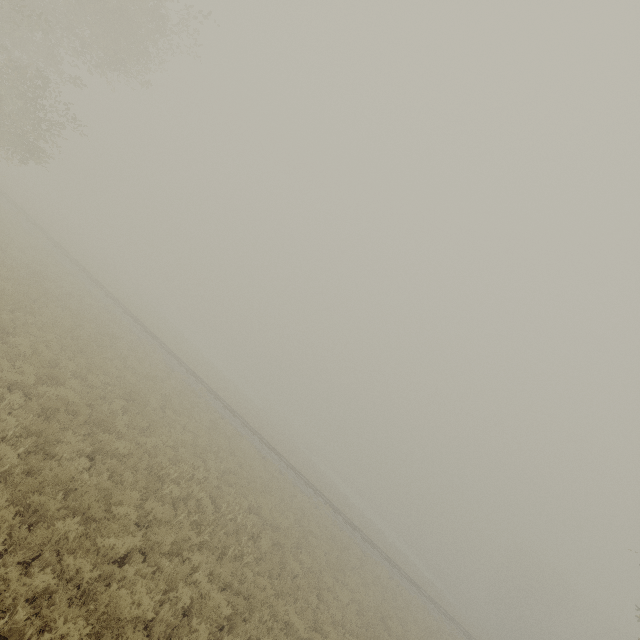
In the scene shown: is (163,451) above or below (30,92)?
below
